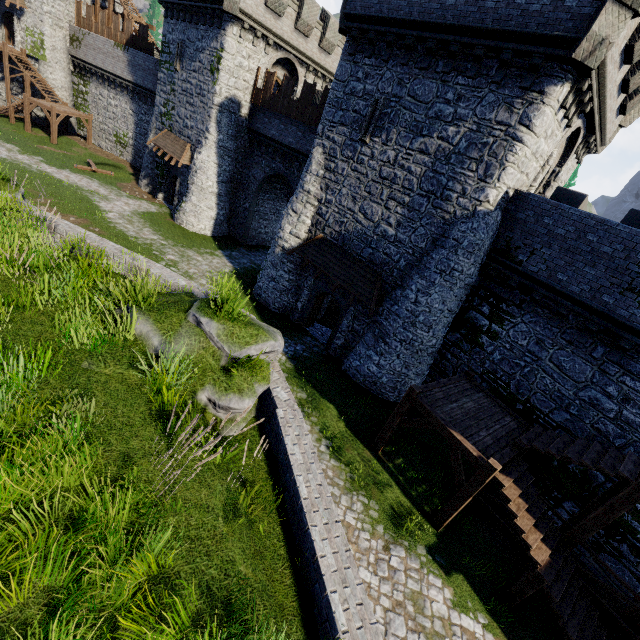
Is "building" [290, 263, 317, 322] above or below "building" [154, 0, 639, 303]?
below

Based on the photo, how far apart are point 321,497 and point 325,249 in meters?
13.4

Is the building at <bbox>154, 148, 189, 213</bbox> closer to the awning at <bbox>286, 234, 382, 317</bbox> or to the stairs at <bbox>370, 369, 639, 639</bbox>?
the awning at <bbox>286, 234, 382, 317</bbox>

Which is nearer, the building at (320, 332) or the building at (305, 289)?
the building at (305, 289)

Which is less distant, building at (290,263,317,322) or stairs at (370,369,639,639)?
stairs at (370,369,639,639)

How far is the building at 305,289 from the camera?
18.0 meters

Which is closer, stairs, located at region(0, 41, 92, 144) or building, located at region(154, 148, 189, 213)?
building, located at region(154, 148, 189, 213)

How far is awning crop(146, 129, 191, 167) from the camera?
24.4m
